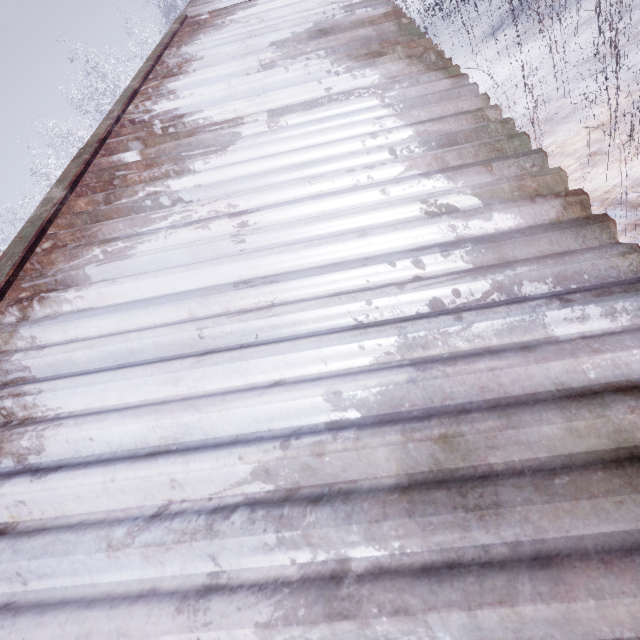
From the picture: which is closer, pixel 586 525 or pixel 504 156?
pixel 586 525
